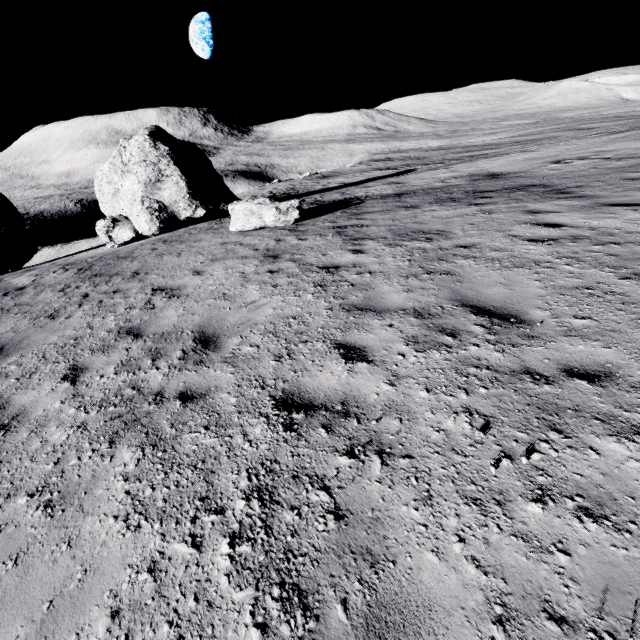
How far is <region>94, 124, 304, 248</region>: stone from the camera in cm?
→ 1266

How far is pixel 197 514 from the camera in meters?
2.4

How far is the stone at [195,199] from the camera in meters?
12.7 m

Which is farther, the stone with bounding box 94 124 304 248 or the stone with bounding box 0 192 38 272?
the stone with bounding box 0 192 38 272

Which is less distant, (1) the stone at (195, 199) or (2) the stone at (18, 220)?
(1) the stone at (195, 199)
